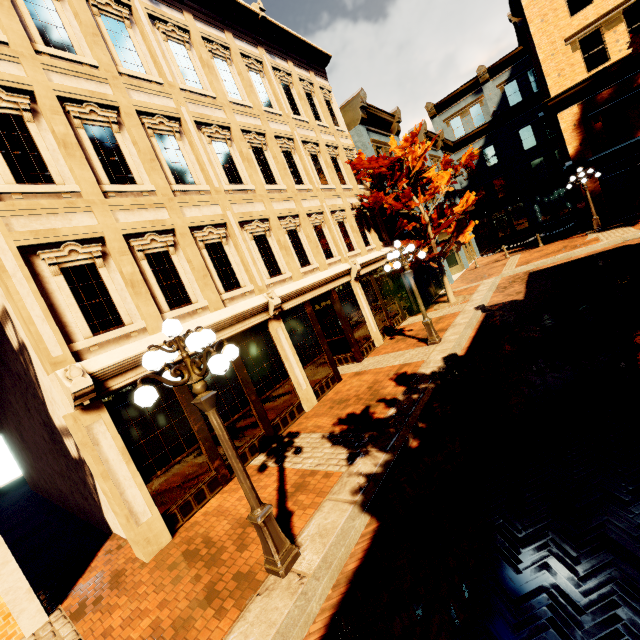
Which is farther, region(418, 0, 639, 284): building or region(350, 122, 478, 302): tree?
region(418, 0, 639, 284): building

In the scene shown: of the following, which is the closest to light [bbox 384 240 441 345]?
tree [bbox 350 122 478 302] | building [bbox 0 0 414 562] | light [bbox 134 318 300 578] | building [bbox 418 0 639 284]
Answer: building [bbox 0 0 414 562]

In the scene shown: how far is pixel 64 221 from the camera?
6.12m

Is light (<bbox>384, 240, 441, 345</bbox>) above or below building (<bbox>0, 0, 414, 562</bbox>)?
below

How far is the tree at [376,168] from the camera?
13.2 meters

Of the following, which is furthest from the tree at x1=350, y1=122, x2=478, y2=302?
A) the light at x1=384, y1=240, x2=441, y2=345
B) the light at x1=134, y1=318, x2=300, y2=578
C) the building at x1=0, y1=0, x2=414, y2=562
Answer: the light at x1=134, y1=318, x2=300, y2=578

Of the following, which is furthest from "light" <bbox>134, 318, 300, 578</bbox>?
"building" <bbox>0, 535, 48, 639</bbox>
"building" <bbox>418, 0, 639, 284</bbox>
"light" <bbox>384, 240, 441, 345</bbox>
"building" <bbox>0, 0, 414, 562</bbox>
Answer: "building" <bbox>418, 0, 639, 284</bbox>

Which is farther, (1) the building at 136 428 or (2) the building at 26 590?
(1) the building at 136 428
